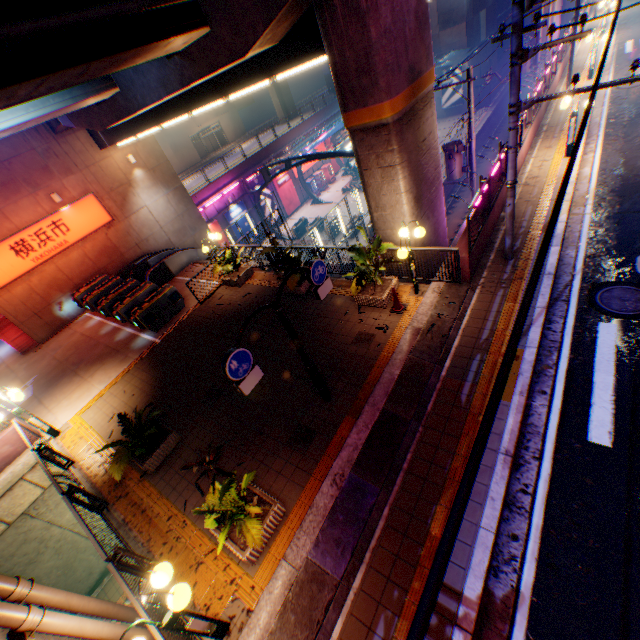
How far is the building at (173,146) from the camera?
44.1 meters

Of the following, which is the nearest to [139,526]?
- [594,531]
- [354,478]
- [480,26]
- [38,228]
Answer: [354,478]

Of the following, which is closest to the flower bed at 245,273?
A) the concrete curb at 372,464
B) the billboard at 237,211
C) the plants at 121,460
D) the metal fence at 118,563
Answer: the metal fence at 118,563

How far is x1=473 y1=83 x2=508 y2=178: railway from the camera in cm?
3200

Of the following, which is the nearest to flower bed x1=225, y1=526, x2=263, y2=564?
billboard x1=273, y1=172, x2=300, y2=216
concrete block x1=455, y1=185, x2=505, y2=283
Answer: concrete block x1=455, y1=185, x2=505, y2=283

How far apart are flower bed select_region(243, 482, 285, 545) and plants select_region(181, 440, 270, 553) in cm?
3

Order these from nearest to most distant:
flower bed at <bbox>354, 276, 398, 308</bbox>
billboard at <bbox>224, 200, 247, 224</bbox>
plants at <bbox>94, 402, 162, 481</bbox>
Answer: plants at <bbox>94, 402, 162, 481</bbox>, flower bed at <bbox>354, 276, 398, 308</bbox>, billboard at <bbox>224, 200, 247, 224</bbox>

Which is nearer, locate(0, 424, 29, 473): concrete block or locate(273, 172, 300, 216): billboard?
locate(0, 424, 29, 473): concrete block
